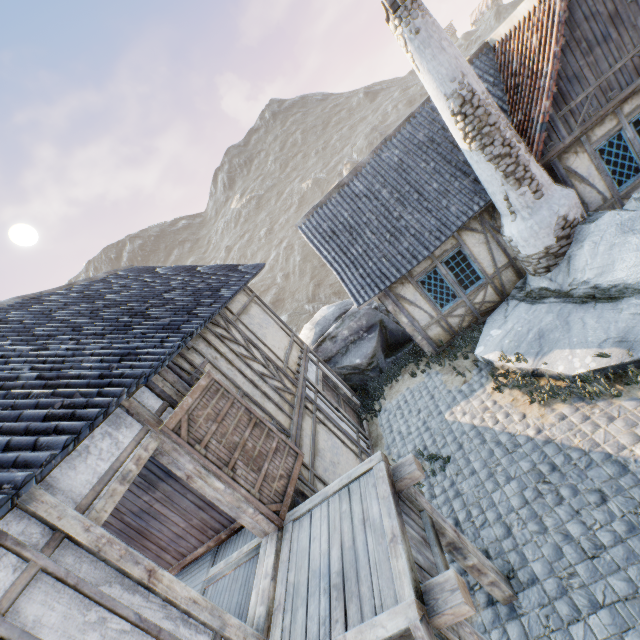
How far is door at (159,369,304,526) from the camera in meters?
4.2

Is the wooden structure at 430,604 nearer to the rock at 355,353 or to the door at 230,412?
the door at 230,412

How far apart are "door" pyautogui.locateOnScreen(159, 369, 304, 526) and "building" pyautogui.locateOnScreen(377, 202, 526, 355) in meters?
5.6 m

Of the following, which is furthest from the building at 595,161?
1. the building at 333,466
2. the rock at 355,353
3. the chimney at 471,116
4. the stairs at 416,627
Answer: the stairs at 416,627

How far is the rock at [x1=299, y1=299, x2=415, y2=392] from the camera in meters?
11.8 m

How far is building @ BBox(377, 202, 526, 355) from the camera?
9.2 meters

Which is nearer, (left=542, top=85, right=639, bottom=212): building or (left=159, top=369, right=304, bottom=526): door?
(left=159, top=369, right=304, bottom=526): door

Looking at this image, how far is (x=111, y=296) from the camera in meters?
7.1 m
